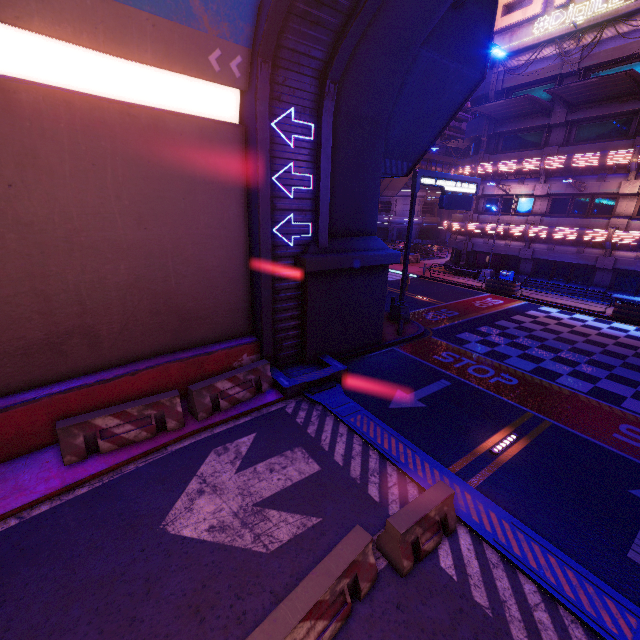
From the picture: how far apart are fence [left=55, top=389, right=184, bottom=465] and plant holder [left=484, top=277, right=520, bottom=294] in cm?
2309

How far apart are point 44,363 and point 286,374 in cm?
639

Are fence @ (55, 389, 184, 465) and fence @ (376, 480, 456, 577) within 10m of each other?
yes

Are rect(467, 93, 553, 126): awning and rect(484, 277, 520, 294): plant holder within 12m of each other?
yes

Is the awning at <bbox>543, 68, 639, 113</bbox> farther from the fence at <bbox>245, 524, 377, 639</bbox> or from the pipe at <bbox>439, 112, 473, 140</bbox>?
the fence at <bbox>245, 524, 377, 639</bbox>

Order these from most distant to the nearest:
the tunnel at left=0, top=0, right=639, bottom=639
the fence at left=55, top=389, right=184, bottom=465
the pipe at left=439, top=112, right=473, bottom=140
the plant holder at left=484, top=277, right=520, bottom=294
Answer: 1. the pipe at left=439, top=112, right=473, bottom=140
2. the plant holder at left=484, top=277, right=520, bottom=294
3. the fence at left=55, top=389, right=184, bottom=465
4. the tunnel at left=0, top=0, right=639, bottom=639

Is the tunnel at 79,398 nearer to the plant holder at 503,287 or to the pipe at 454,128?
the pipe at 454,128

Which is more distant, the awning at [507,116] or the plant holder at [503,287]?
the plant holder at [503,287]
